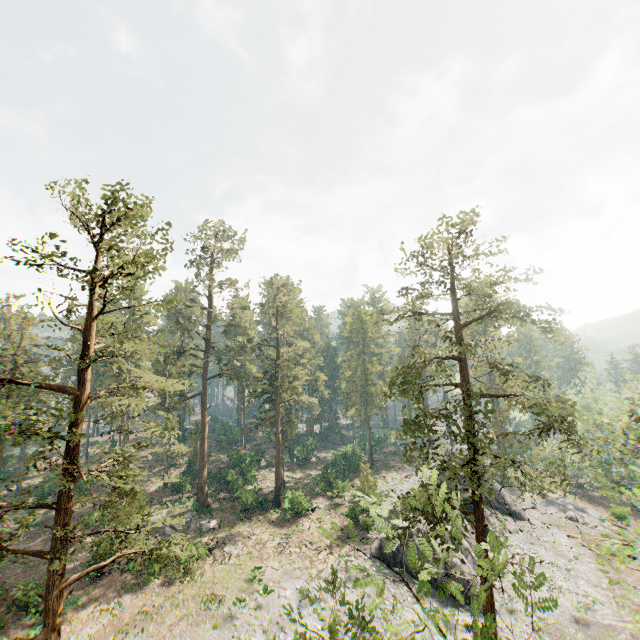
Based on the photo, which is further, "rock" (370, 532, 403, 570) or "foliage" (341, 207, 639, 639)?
"rock" (370, 532, 403, 570)

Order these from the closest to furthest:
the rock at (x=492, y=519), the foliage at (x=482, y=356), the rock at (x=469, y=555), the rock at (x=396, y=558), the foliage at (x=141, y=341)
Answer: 1. the foliage at (x=482, y=356)
2. the foliage at (x=141, y=341)
3. the rock at (x=469, y=555)
4. the rock at (x=396, y=558)
5. the rock at (x=492, y=519)

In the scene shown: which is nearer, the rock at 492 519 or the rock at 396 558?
the rock at 396 558

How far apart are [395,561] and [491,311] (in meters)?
26.32

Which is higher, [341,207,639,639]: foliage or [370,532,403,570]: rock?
[341,207,639,639]: foliage

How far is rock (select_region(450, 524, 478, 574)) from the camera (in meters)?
28.30

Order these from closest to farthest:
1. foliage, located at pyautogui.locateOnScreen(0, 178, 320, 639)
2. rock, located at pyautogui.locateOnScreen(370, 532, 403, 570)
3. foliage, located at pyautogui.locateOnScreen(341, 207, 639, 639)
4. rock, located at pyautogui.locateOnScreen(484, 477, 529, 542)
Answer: foliage, located at pyautogui.locateOnScreen(341, 207, 639, 639)
foliage, located at pyautogui.locateOnScreen(0, 178, 320, 639)
rock, located at pyautogui.locateOnScreen(370, 532, 403, 570)
rock, located at pyautogui.locateOnScreen(484, 477, 529, 542)

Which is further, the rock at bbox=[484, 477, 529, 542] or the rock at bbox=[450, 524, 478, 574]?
the rock at bbox=[484, 477, 529, 542]
